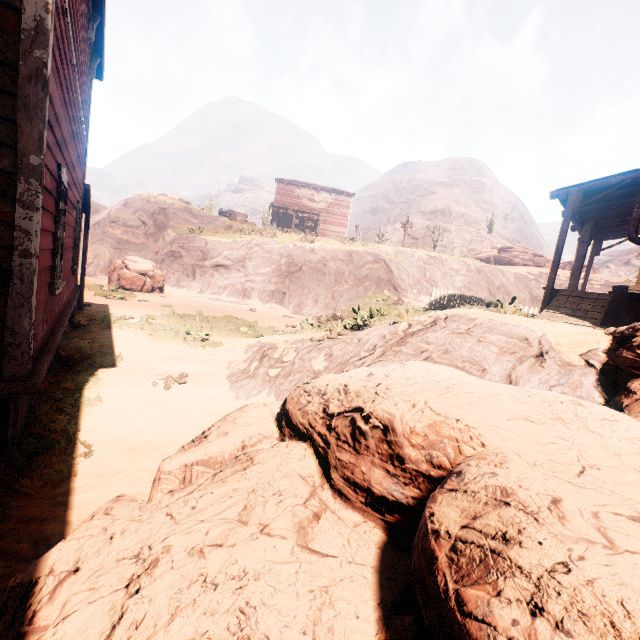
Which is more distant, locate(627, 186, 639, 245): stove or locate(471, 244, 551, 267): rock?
locate(471, 244, 551, 267): rock

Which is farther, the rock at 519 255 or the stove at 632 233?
the rock at 519 255

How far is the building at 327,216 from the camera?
40.0m

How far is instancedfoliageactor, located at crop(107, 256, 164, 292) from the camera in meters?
19.0 m

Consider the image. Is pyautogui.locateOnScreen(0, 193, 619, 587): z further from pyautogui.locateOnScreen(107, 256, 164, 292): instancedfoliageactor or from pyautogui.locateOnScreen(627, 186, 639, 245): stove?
pyautogui.locateOnScreen(627, 186, 639, 245): stove

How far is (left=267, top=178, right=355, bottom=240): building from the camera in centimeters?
4000cm

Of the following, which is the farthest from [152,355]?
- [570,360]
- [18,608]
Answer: [570,360]

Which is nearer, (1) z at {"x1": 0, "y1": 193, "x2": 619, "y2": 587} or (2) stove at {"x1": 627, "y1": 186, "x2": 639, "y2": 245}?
(1) z at {"x1": 0, "y1": 193, "x2": 619, "y2": 587}
